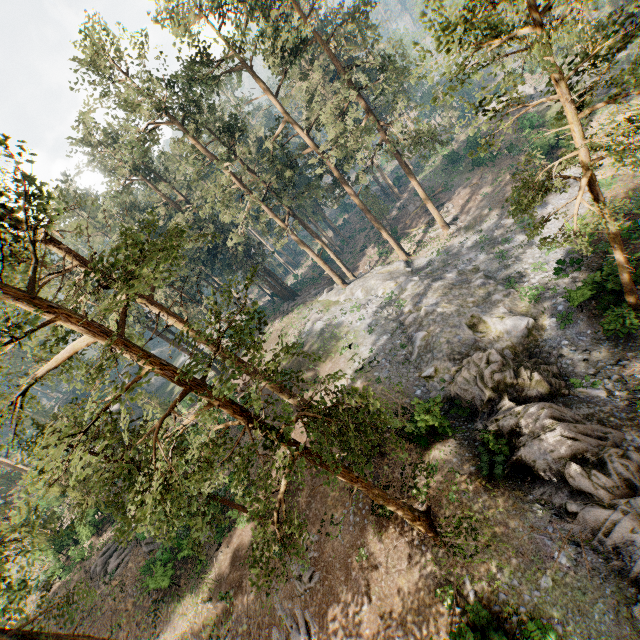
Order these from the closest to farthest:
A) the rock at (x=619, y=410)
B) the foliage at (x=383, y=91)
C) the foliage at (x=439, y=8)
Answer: the foliage at (x=383, y=91), the foliage at (x=439, y=8), the rock at (x=619, y=410)

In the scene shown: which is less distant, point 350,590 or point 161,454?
point 161,454

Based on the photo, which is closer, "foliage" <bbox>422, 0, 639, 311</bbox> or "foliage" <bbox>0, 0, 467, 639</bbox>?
"foliage" <bbox>0, 0, 467, 639</bbox>

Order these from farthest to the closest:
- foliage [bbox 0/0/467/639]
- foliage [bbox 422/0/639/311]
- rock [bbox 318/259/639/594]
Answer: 1. rock [bbox 318/259/639/594]
2. foliage [bbox 422/0/639/311]
3. foliage [bbox 0/0/467/639]

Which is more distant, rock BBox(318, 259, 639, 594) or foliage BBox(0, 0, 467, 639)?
rock BBox(318, 259, 639, 594)

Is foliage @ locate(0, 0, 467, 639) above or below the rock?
above

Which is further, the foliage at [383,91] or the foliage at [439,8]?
the foliage at [439,8]
